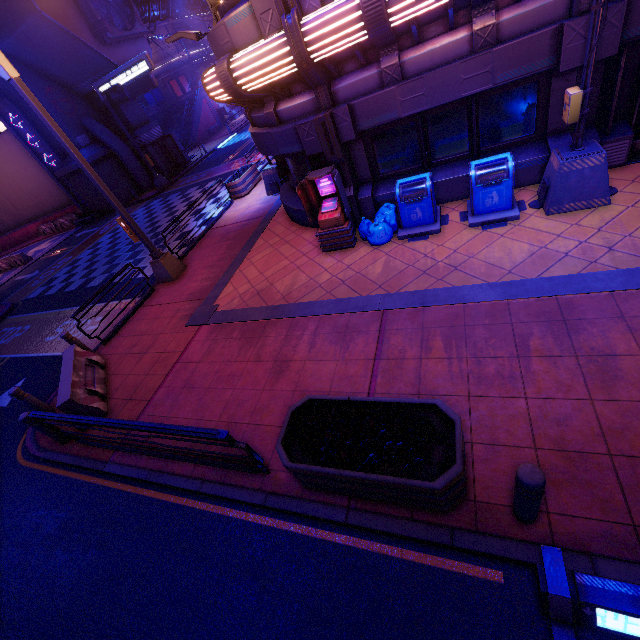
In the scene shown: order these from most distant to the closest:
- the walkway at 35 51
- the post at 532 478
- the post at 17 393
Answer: the walkway at 35 51, the post at 17 393, the post at 532 478

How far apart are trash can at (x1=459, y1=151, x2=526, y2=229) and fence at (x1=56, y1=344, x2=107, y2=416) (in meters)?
9.31

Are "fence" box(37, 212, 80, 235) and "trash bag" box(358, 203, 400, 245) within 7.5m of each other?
no

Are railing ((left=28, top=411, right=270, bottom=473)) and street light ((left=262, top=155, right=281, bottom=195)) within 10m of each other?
no

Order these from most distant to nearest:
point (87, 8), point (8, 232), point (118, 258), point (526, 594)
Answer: point (8, 232), point (87, 8), point (118, 258), point (526, 594)

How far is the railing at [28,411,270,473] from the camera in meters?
4.3

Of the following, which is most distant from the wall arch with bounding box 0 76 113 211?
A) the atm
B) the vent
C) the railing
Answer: the atm

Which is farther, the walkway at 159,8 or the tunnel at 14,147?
the walkway at 159,8
